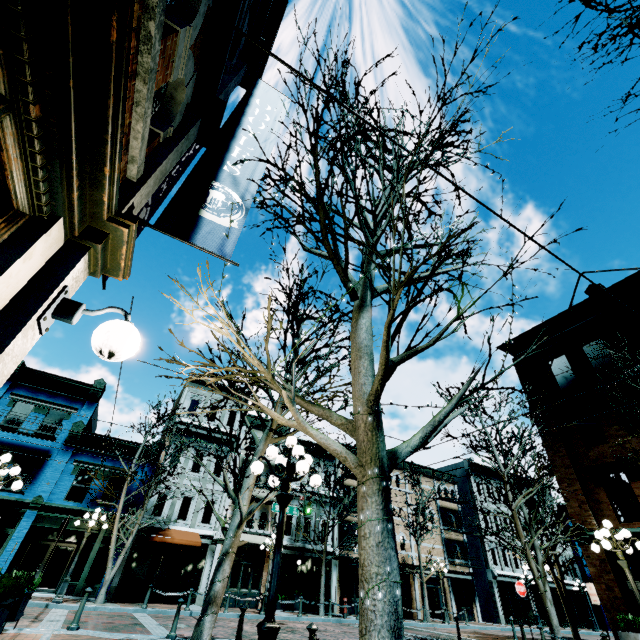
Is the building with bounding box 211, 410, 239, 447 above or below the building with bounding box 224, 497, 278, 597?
above

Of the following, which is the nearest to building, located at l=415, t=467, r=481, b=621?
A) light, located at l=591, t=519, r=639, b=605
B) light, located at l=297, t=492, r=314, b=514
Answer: light, located at l=297, t=492, r=314, b=514

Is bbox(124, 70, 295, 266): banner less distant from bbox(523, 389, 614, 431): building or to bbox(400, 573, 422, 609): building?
bbox(523, 389, 614, 431): building

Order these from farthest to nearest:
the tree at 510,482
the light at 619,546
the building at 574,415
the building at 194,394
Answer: the building at 194,394, the building at 574,415, the tree at 510,482, the light at 619,546

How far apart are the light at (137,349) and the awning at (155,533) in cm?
2195

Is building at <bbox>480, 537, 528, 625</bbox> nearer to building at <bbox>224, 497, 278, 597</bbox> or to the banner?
building at <bbox>224, 497, 278, 597</bbox>

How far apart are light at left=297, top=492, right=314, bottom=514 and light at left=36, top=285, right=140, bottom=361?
16.5m

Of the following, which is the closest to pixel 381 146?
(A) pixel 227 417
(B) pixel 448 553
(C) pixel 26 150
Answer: (C) pixel 26 150
